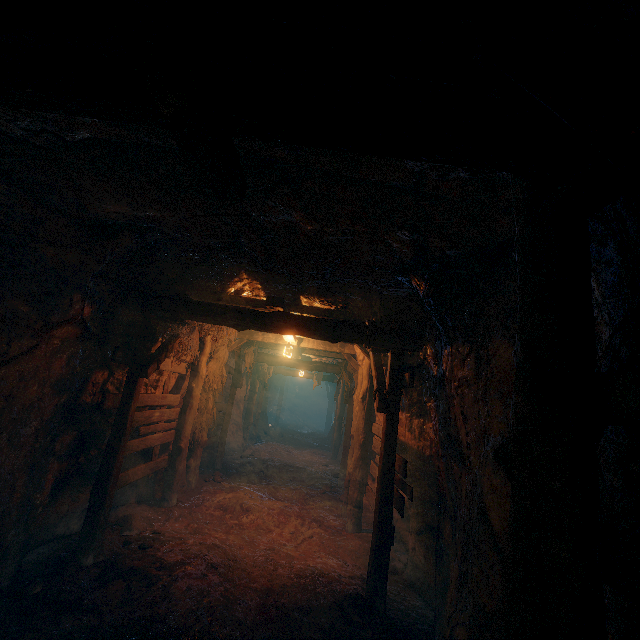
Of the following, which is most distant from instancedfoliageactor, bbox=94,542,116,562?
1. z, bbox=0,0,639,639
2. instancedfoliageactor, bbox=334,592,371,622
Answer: instancedfoliageactor, bbox=334,592,371,622

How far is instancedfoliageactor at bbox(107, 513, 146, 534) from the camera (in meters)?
5.61

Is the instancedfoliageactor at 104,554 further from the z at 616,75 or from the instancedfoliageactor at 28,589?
the instancedfoliageactor at 28,589

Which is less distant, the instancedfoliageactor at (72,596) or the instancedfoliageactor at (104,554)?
the instancedfoliageactor at (72,596)

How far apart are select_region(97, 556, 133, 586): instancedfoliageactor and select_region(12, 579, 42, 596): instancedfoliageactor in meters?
0.6 m

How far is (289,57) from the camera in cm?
149

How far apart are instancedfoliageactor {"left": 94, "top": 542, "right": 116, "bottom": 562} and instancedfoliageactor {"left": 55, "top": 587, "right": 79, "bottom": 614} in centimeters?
79cm

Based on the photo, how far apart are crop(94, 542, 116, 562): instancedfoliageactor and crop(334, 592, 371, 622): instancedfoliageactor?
3.4m
